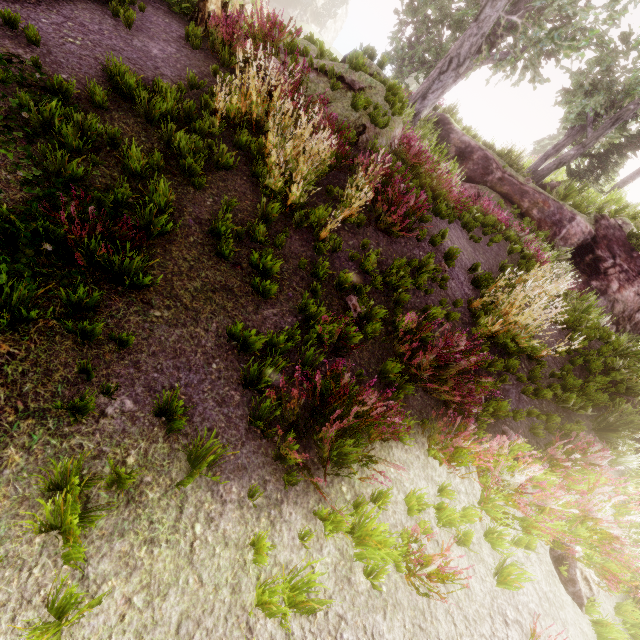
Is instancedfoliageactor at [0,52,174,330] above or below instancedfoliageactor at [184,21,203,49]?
below

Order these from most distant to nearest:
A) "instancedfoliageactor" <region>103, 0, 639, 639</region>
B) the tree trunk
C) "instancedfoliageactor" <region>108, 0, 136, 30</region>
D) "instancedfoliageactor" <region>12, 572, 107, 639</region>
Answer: the tree trunk
"instancedfoliageactor" <region>108, 0, 136, 30</region>
"instancedfoliageactor" <region>103, 0, 639, 639</region>
"instancedfoliageactor" <region>12, 572, 107, 639</region>

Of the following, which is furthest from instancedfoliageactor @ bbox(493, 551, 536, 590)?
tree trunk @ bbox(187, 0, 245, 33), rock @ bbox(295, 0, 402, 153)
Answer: tree trunk @ bbox(187, 0, 245, 33)

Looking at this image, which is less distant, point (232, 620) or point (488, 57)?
point (232, 620)

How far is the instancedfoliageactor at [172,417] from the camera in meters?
2.6

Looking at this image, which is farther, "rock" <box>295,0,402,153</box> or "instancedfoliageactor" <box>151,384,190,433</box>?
"rock" <box>295,0,402,153</box>

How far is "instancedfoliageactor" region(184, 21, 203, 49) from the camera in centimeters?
Answer: 658cm

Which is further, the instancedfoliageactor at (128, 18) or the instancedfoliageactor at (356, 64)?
the instancedfoliageactor at (356, 64)
